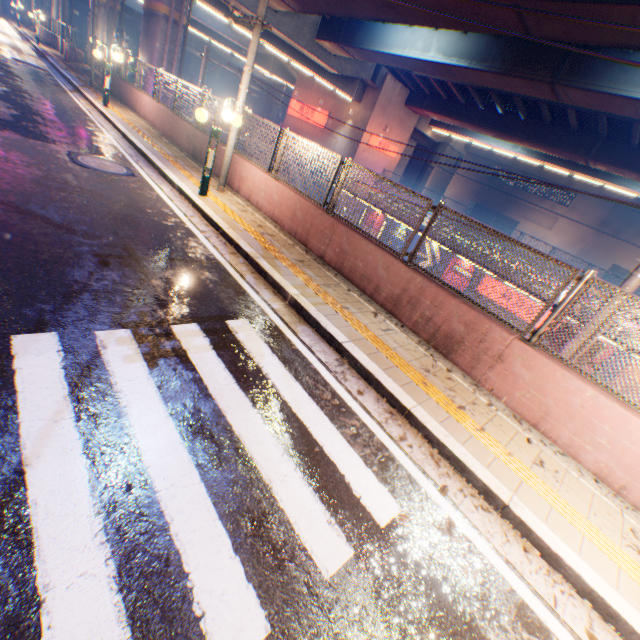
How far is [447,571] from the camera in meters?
2.8

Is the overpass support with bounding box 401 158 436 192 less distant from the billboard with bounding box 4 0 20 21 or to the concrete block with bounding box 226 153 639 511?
the concrete block with bounding box 226 153 639 511

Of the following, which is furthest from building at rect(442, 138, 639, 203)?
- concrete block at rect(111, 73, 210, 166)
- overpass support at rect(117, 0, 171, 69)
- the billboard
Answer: the billboard

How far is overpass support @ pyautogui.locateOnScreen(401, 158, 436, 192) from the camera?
39.4 meters

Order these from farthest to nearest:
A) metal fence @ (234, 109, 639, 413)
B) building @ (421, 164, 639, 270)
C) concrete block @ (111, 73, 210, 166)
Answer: building @ (421, 164, 639, 270)
concrete block @ (111, 73, 210, 166)
metal fence @ (234, 109, 639, 413)

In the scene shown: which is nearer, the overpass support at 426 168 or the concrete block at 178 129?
the concrete block at 178 129

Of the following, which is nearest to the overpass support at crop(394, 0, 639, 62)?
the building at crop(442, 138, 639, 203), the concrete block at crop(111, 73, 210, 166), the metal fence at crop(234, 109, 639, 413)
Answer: the metal fence at crop(234, 109, 639, 413)

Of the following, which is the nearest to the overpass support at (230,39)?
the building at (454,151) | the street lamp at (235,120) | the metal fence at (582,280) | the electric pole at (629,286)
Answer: the metal fence at (582,280)
